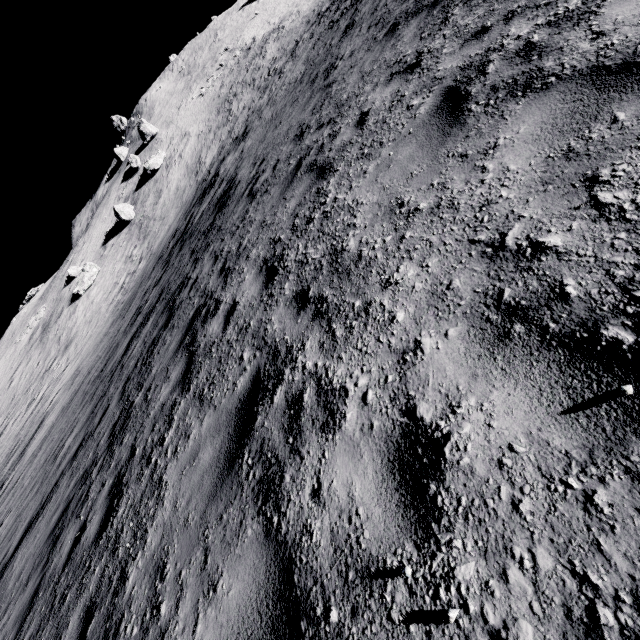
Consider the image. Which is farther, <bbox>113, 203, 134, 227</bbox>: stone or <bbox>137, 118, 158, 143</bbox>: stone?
<bbox>137, 118, 158, 143</bbox>: stone

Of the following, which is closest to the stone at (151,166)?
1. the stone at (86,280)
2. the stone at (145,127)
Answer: the stone at (145,127)

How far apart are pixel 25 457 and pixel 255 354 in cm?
2091

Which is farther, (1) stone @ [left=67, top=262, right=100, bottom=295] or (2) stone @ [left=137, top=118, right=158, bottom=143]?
(2) stone @ [left=137, top=118, right=158, bottom=143]

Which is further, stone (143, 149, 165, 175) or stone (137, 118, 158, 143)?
stone (137, 118, 158, 143)

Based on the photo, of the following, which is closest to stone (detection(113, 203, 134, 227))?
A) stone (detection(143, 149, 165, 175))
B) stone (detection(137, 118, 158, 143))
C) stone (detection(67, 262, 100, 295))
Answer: stone (detection(143, 149, 165, 175))

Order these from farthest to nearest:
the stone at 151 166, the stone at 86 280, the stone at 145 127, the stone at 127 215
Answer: the stone at 145 127 → the stone at 151 166 → the stone at 127 215 → the stone at 86 280

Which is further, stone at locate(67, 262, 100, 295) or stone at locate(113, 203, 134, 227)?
stone at locate(113, 203, 134, 227)
